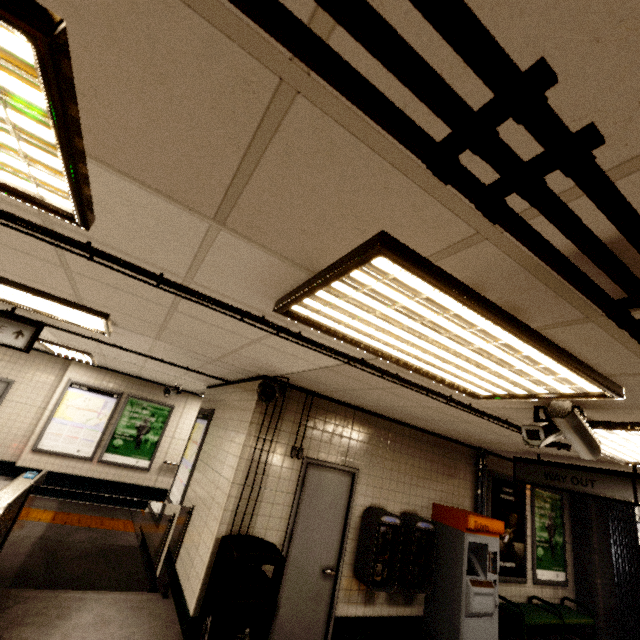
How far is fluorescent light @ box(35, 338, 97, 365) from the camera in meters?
6.3

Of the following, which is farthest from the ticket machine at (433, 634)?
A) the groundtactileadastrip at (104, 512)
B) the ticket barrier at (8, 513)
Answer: the ticket barrier at (8, 513)

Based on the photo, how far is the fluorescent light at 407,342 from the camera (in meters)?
1.32

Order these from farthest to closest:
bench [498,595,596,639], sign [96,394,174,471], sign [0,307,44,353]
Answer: sign [96,394,174,471], bench [498,595,596,639], sign [0,307,44,353]

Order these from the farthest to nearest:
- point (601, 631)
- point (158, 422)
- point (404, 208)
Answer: point (158, 422), point (601, 631), point (404, 208)

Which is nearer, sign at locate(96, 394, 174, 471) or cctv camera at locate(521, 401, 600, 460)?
cctv camera at locate(521, 401, 600, 460)

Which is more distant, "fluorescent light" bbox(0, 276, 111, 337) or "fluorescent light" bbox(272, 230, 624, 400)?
"fluorescent light" bbox(0, 276, 111, 337)

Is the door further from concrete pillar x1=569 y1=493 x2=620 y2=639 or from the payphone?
concrete pillar x1=569 y1=493 x2=620 y2=639
